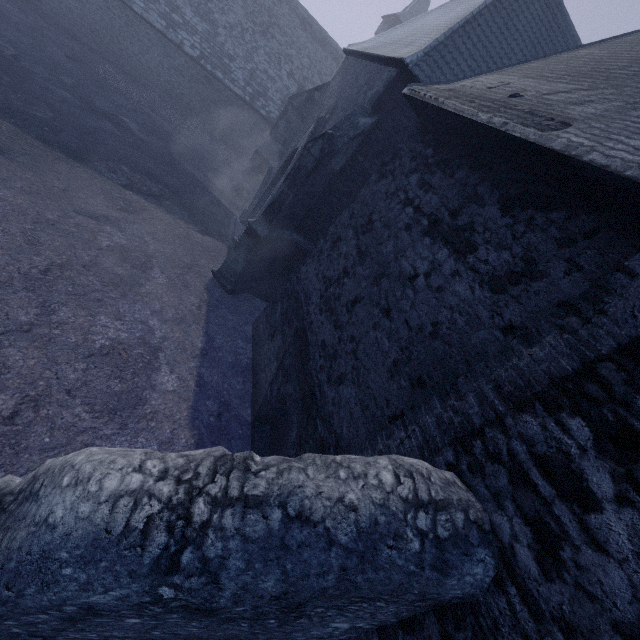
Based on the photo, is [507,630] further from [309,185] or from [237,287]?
[237,287]
